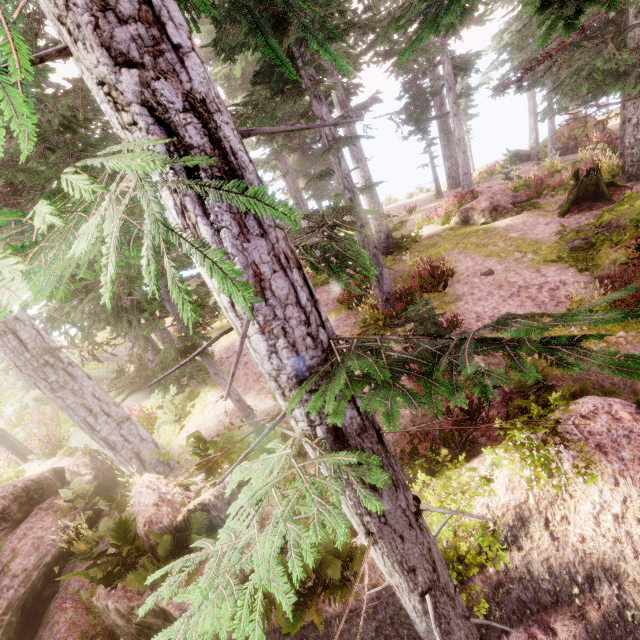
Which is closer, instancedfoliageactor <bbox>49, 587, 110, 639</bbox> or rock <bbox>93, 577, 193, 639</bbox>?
rock <bbox>93, 577, 193, 639</bbox>

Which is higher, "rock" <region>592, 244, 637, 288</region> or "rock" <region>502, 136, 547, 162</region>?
"rock" <region>592, 244, 637, 288</region>

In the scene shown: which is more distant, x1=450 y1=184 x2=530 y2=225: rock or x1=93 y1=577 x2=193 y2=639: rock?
x1=450 y1=184 x2=530 y2=225: rock

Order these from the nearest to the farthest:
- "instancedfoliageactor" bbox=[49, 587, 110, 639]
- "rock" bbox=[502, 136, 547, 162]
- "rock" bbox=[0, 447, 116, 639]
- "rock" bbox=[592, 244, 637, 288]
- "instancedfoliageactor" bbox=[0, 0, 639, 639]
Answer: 1. "instancedfoliageactor" bbox=[0, 0, 639, 639]
2. "instancedfoliageactor" bbox=[49, 587, 110, 639]
3. "rock" bbox=[0, 447, 116, 639]
4. "rock" bbox=[592, 244, 637, 288]
5. "rock" bbox=[502, 136, 547, 162]

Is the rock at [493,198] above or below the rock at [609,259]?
above

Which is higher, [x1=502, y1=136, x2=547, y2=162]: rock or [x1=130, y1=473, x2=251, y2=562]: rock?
[x1=130, y1=473, x2=251, y2=562]: rock

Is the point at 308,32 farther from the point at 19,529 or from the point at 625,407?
the point at 19,529

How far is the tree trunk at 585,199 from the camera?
12.2 meters
